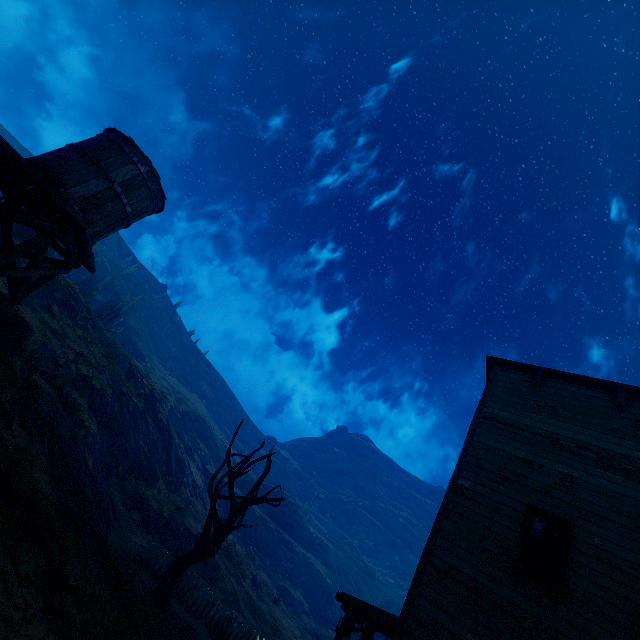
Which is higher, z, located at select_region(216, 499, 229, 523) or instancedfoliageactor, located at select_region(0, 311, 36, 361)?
z, located at select_region(216, 499, 229, 523)

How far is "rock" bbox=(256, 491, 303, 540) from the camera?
50.1m

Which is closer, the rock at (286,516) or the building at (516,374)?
the building at (516,374)

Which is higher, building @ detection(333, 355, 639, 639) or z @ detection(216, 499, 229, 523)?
building @ detection(333, 355, 639, 639)

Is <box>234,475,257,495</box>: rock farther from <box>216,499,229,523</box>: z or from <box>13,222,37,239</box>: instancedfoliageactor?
<box>13,222,37,239</box>: instancedfoliageactor

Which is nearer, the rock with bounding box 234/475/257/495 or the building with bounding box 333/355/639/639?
the building with bounding box 333/355/639/639

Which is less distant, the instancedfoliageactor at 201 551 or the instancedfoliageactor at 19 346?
the instancedfoliageactor at 19 346

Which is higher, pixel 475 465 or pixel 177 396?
pixel 177 396
